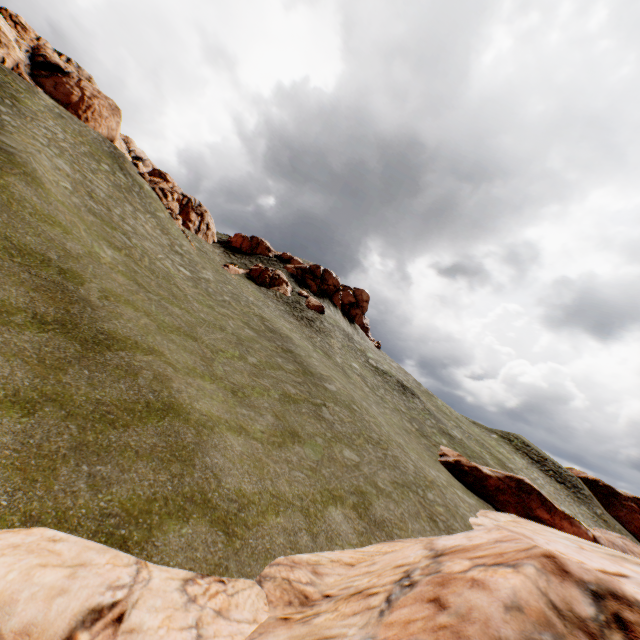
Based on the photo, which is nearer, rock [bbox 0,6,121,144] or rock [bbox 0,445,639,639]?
rock [bbox 0,445,639,639]

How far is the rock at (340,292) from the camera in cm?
5188

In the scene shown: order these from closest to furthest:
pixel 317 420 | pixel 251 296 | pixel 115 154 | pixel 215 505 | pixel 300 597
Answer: pixel 300 597 → pixel 215 505 → pixel 317 420 → pixel 115 154 → pixel 251 296

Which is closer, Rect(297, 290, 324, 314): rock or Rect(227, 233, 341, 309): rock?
Rect(297, 290, 324, 314): rock

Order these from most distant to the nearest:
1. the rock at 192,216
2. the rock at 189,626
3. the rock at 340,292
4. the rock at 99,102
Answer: the rock at 340,292 < the rock at 192,216 < the rock at 99,102 < the rock at 189,626

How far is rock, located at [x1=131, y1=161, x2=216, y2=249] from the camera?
38.2m
